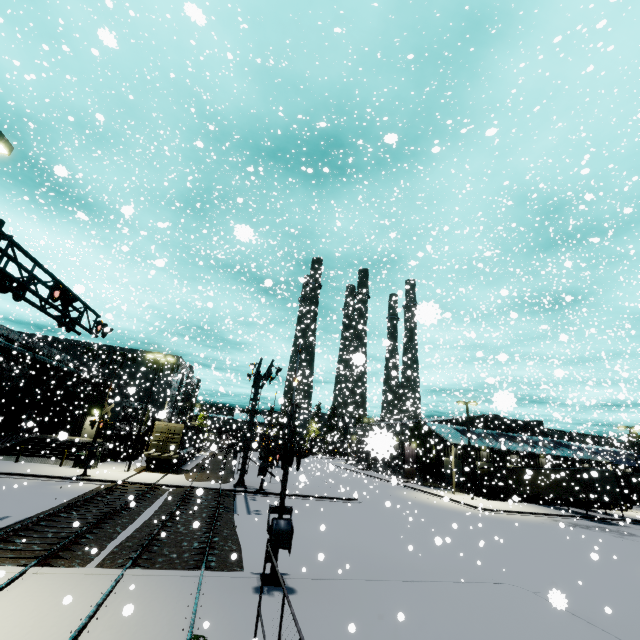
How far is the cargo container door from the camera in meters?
29.0 m

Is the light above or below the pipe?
above

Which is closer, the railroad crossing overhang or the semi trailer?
the railroad crossing overhang

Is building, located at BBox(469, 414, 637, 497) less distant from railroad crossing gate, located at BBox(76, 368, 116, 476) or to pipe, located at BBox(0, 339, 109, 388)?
pipe, located at BBox(0, 339, 109, 388)

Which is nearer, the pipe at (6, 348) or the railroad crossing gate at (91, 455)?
the railroad crossing gate at (91, 455)

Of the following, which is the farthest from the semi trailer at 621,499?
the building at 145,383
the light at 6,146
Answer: the light at 6,146

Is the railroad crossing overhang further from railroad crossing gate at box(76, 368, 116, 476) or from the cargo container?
the cargo container

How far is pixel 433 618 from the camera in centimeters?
835cm
